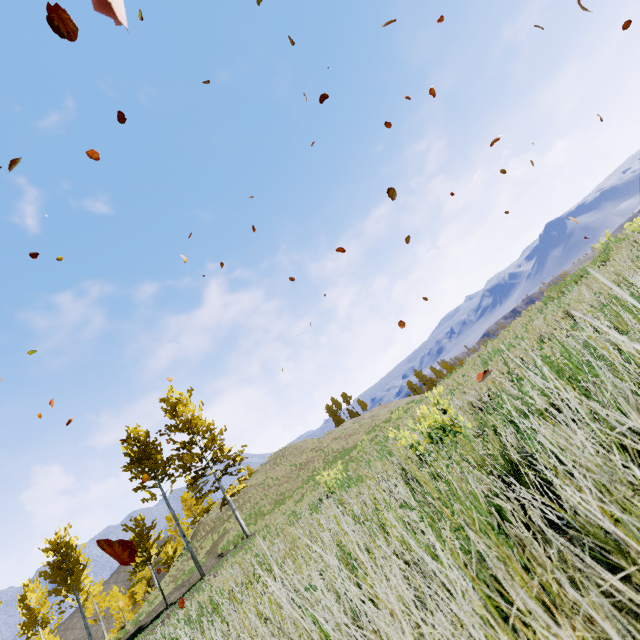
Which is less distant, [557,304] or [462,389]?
[557,304]
